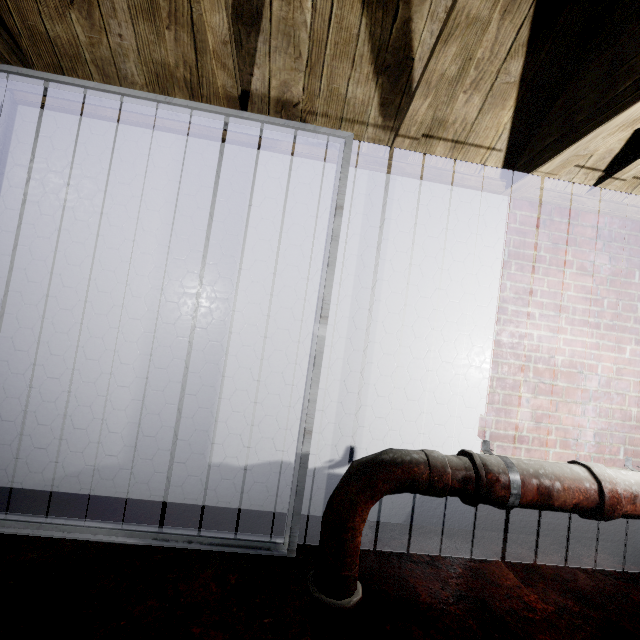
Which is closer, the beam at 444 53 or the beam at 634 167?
the beam at 444 53

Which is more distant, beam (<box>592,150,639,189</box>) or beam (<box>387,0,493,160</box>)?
beam (<box>592,150,639,189</box>)

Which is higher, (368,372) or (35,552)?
(368,372)

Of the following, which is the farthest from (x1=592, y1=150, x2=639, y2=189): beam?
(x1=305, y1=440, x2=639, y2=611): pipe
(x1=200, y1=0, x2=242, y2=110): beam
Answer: (x1=305, y1=440, x2=639, y2=611): pipe

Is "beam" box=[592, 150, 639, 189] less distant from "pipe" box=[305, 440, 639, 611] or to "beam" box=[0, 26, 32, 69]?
"beam" box=[0, 26, 32, 69]

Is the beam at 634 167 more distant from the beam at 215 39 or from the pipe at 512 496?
the pipe at 512 496

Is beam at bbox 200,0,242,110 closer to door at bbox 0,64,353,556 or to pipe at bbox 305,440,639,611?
door at bbox 0,64,353,556

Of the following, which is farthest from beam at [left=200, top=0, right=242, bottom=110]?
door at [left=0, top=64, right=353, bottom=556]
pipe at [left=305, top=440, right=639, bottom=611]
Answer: pipe at [left=305, top=440, right=639, bottom=611]
